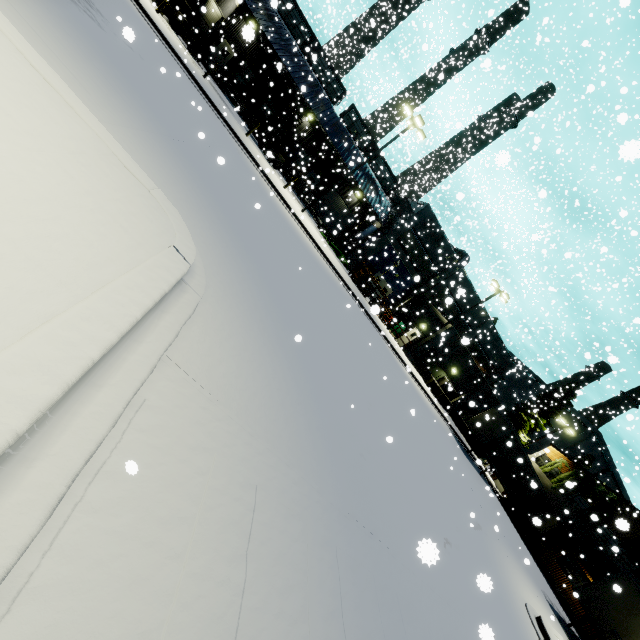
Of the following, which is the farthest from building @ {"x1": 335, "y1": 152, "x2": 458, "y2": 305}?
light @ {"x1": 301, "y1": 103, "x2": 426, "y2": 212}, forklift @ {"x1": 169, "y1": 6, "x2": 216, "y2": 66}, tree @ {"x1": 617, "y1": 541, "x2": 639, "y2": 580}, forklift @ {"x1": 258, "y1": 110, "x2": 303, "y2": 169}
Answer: light @ {"x1": 301, "y1": 103, "x2": 426, "y2": 212}

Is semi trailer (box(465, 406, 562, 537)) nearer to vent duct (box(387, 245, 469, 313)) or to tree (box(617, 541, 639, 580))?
tree (box(617, 541, 639, 580))

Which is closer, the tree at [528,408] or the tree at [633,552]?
the tree at [633,552]

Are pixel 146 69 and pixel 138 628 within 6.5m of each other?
no

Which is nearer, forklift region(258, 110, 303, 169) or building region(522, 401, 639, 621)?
forklift region(258, 110, 303, 169)

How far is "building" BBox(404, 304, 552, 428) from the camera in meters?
29.5

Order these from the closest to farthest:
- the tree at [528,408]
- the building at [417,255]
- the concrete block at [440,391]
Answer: the concrete block at [440,391] < the building at [417,255] < the tree at [528,408]

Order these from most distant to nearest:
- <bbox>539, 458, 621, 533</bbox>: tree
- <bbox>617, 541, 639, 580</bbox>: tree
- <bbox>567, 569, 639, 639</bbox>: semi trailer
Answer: <bbox>539, 458, 621, 533</bbox>: tree < <bbox>617, 541, 639, 580</bbox>: tree < <bbox>567, 569, 639, 639</bbox>: semi trailer
